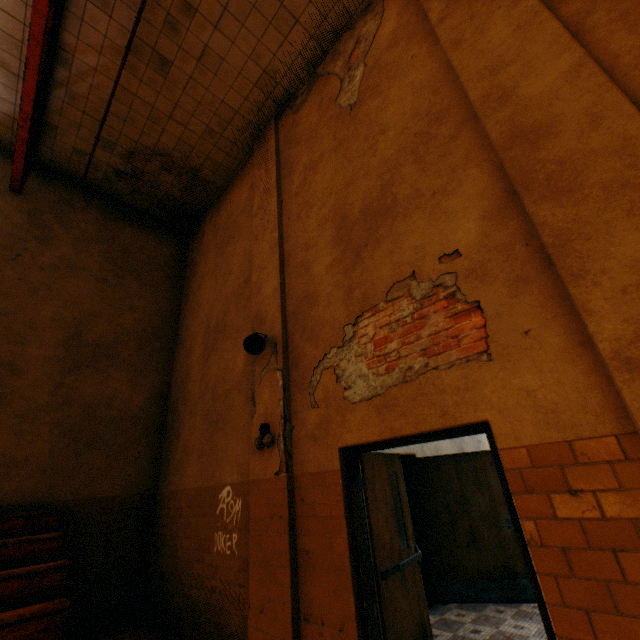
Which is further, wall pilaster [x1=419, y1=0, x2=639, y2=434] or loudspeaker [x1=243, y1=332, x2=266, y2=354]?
loudspeaker [x1=243, y1=332, x2=266, y2=354]

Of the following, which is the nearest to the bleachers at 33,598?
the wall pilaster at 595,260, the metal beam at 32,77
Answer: the wall pilaster at 595,260

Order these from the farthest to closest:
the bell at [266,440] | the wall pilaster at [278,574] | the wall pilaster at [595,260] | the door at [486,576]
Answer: the bell at [266,440] < the wall pilaster at [278,574] < the door at [486,576] < the wall pilaster at [595,260]

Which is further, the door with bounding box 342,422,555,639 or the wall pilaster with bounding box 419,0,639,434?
the door with bounding box 342,422,555,639

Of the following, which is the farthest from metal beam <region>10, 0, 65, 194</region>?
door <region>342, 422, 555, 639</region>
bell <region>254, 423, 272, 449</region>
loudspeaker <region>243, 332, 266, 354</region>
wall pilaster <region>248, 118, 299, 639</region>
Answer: door <region>342, 422, 555, 639</region>

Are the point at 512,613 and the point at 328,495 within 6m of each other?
yes

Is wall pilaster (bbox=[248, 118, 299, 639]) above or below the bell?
below

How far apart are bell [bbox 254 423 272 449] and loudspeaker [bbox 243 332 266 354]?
0.9m
